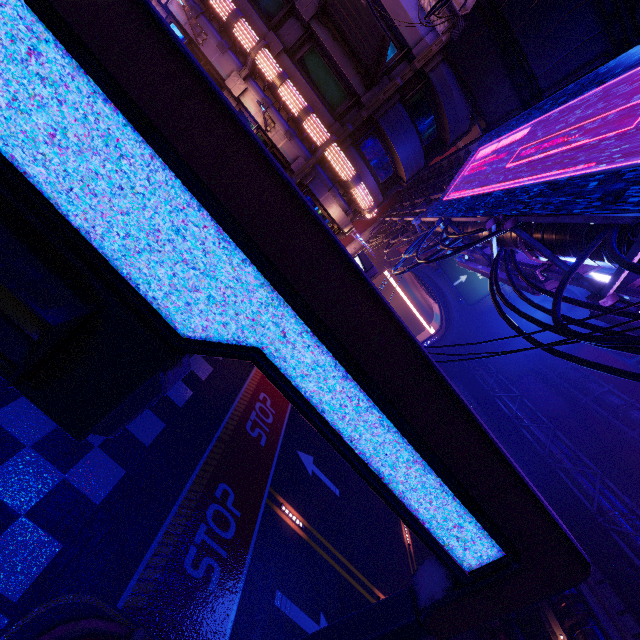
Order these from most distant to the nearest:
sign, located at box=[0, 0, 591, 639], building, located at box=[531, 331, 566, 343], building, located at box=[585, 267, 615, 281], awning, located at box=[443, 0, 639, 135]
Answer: building, located at box=[531, 331, 566, 343]
building, located at box=[585, 267, 615, 281]
awning, located at box=[443, 0, 639, 135]
sign, located at box=[0, 0, 591, 639]

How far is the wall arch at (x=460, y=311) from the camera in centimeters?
3991cm

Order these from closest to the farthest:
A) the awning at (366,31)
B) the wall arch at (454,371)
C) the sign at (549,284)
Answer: the sign at (549,284), the awning at (366,31), the wall arch at (454,371)

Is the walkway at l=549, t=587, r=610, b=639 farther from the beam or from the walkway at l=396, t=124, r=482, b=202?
the walkway at l=396, t=124, r=482, b=202

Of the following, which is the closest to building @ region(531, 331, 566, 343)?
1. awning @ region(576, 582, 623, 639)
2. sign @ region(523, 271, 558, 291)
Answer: awning @ region(576, 582, 623, 639)

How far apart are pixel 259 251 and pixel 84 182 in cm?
76

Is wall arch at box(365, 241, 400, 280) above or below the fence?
above

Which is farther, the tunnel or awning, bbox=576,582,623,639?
the tunnel
